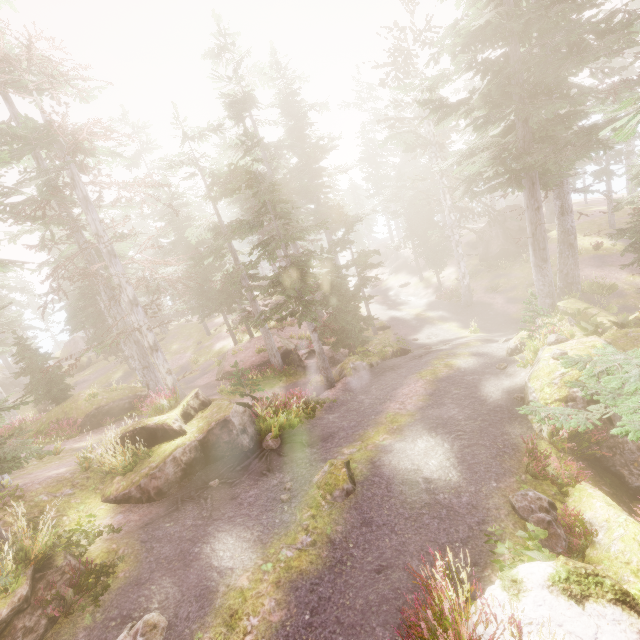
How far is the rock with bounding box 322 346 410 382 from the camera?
16.6 meters

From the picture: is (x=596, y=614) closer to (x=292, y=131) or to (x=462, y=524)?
(x=462, y=524)

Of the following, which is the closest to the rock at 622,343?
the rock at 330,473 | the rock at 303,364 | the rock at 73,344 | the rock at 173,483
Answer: the rock at 173,483

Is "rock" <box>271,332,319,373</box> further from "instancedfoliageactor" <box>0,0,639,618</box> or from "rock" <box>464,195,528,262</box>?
"rock" <box>464,195,528,262</box>

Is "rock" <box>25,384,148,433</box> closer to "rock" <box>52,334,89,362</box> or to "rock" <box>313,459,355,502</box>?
"rock" <box>313,459,355,502</box>

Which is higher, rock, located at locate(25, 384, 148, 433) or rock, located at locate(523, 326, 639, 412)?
rock, located at locate(25, 384, 148, 433)

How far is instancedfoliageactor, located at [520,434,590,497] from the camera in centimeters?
752cm

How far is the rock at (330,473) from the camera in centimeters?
809cm
